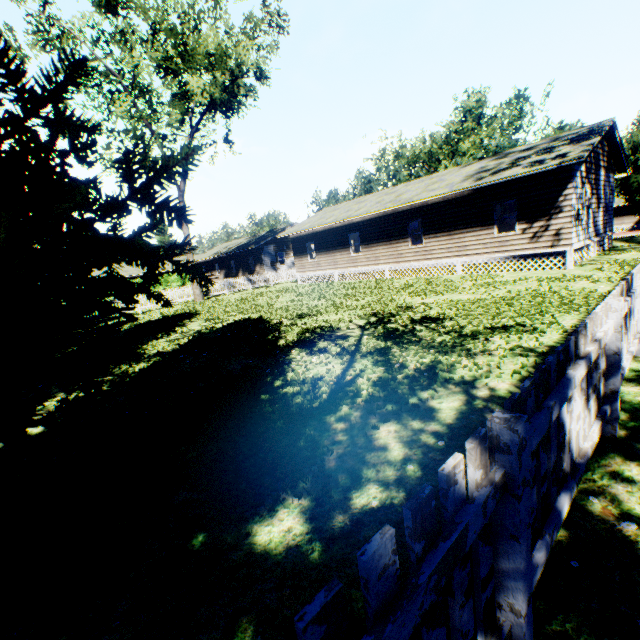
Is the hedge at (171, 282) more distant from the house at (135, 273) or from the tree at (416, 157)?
the tree at (416, 157)

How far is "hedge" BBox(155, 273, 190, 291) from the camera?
49.50m

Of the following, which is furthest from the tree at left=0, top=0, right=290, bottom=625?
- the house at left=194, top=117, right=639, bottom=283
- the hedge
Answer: the hedge

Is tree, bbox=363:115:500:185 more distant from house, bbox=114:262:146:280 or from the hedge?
the hedge

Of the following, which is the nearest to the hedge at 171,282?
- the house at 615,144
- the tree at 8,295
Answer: the house at 615,144

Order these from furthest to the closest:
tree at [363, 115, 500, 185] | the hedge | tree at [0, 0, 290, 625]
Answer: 1. the hedge
2. tree at [363, 115, 500, 185]
3. tree at [0, 0, 290, 625]

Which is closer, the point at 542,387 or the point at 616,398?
the point at 542,387
